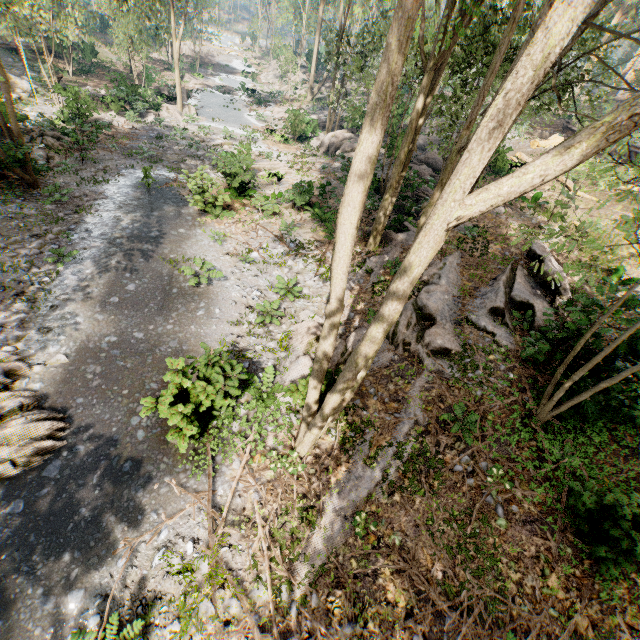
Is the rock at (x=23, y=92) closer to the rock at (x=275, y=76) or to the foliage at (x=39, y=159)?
the foliage at (x=39, y=159)

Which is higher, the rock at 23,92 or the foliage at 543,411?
the foliage at 543,411

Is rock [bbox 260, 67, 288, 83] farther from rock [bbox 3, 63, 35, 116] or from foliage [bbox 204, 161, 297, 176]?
rock [bbox 3, 63, 35, 116]

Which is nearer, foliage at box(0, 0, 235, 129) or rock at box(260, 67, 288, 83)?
foliage at box(0, 0, 235, 129)

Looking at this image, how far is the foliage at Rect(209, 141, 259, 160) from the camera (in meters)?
18.06

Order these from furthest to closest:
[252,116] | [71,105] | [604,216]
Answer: [252,116] < [71,105] < [604,216]

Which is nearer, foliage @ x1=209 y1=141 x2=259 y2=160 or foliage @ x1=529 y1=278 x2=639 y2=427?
foliage @ x1=529 y1=278 x2=639 y2=427
